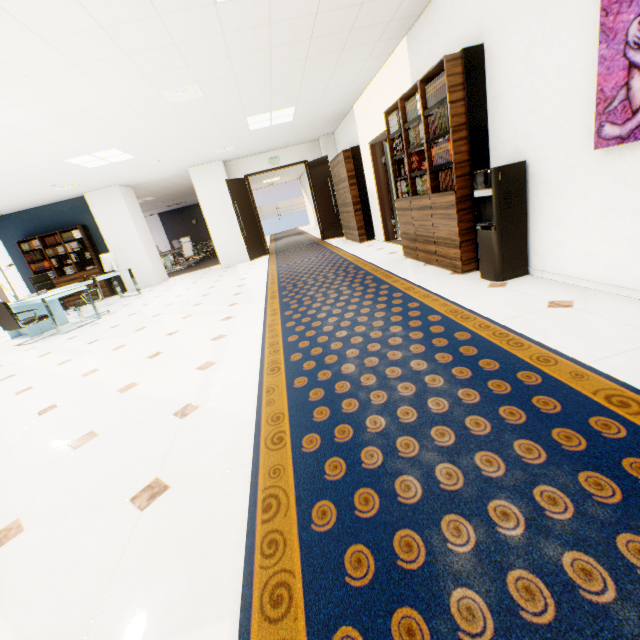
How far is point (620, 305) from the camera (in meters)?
2.30

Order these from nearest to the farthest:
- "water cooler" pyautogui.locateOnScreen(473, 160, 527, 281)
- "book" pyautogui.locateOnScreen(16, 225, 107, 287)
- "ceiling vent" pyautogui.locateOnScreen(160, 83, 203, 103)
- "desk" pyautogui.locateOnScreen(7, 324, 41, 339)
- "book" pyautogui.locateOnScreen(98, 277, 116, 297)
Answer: "water cooler" pyautogui.locateOnScreen(473, 160, 527, 281) < "ceiling vent" pyautogui.locateOnScreen(160, 83, 203, 103) < "desk" pyautogui.locateOnScreen(7, 324, 41, 339) < "book" pyautogui.locateOnScreen(16, 225, 107, 287) < "book" pyautogui.locateOnScreen(98, 277, 116, 297)

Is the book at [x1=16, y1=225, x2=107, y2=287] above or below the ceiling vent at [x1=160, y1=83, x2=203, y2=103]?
below

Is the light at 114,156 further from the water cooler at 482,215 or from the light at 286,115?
the water cooler at 482,215

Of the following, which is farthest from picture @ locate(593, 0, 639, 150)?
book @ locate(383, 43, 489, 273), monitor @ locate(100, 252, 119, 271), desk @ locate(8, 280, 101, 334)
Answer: monitor @ locate(100, 252, 119, 271)

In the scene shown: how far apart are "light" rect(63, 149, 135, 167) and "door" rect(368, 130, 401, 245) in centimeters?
497cm

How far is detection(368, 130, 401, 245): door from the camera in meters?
6.8 m

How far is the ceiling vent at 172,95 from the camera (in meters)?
4.25
